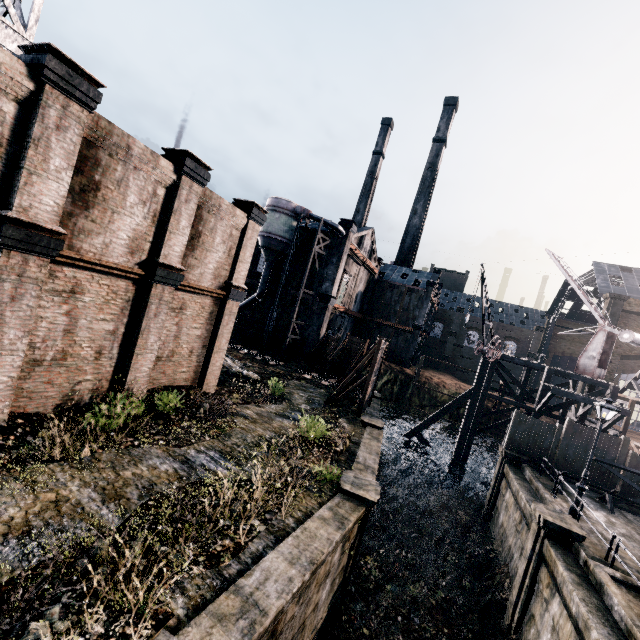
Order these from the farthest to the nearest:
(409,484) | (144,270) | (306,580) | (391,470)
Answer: (391,470) < (409,484) < (144,270) < (306,580)

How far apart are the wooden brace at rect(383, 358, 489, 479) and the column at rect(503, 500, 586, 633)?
14.48m

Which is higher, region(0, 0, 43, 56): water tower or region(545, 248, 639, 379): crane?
region(0, 0, 43, 56): water tower

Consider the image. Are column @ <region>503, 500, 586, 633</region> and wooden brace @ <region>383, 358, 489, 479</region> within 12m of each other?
no

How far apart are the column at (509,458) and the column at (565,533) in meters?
7.5

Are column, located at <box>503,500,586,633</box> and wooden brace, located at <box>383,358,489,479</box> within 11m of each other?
no

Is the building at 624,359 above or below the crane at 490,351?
above

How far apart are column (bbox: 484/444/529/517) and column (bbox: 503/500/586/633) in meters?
7.5
